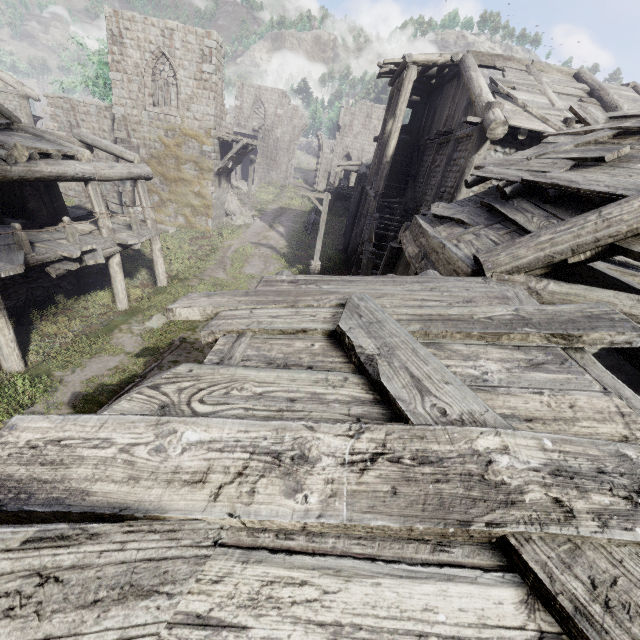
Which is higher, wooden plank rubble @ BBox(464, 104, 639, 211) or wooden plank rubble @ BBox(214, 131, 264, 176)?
wooden plank rubble @ BBox(464, 104, 639, 211)

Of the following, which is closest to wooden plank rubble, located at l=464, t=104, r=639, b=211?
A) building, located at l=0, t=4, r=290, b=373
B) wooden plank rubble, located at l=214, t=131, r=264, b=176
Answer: building, located at l=0, t=4, r=290, b=373

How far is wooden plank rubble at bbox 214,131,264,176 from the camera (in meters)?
21.05

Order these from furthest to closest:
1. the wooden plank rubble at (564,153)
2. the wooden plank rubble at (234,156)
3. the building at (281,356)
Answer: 1. the wooden plank rubble at (234,156)
2. the wooden plank rubble at (564,153)
3. the building at (281,356)

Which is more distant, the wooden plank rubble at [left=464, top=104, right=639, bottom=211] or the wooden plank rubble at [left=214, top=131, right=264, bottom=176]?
the wooden plank rubble at [left=214, top=131, right=264, bottom=176]

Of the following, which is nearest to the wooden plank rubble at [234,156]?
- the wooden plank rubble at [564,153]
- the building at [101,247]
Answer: the building at [101,247]

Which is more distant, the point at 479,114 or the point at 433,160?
the point at 433,160
